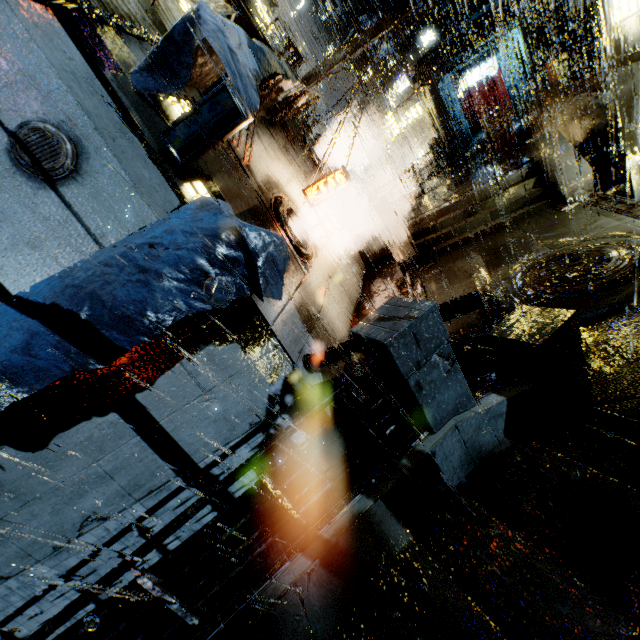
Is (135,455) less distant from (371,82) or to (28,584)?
(28,584)

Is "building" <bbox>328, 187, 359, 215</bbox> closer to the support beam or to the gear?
the support beam

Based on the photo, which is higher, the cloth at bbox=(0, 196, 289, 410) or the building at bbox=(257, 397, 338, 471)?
the cloth at bbox=(0, 196, 289, 410)

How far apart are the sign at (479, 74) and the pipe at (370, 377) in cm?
2952

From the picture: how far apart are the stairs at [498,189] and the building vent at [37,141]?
12.0m

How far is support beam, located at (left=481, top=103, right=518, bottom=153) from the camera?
17.2 meters

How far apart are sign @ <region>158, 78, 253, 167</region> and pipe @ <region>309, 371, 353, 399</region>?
4.9 meters

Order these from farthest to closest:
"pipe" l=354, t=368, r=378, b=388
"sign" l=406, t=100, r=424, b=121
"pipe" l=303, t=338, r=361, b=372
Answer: "sign" l=406, t=100, r=424, b=121 < "pipe" l=303, t=338, r=361, b=372 < "pipe" l=354, t=368, r=378, b=388
